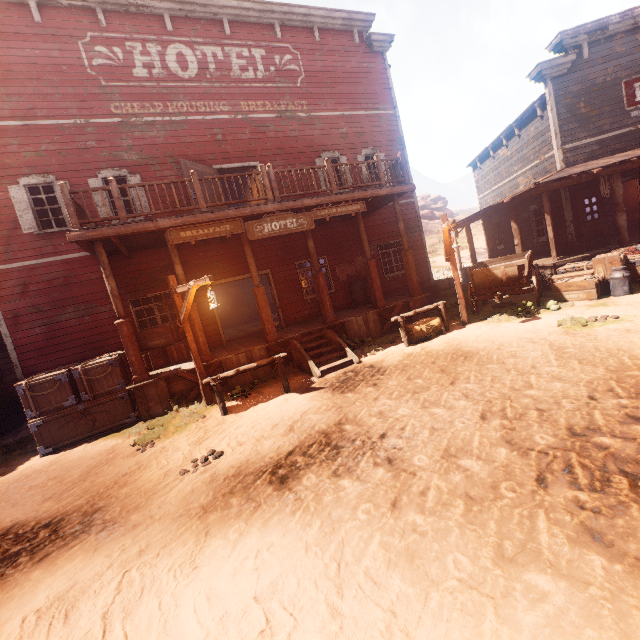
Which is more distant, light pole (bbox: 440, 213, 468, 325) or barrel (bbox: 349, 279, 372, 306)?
barrel (bbox: 349, 279, 372, 306)

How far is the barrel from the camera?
12.9m

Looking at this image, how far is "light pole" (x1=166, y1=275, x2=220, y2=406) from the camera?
7.00m

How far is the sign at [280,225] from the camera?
8.92m

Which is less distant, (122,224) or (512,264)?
(122,224)

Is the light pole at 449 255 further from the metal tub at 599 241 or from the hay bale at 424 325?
the metal tub at 599 241

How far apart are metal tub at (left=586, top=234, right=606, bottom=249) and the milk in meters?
3.7 m

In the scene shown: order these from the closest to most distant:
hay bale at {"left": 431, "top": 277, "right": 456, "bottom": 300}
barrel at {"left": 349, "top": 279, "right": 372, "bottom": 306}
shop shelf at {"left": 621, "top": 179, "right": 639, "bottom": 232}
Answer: barrel at {"left": 349, "top": 279, "right": 372, "bottom": 306} < shop shelf at {"left": 621, "top": 179, "right": 639, "bottom": 232} < hay bale at {"left": 431, "top": 277, "right": 456, "bottom": 300}
